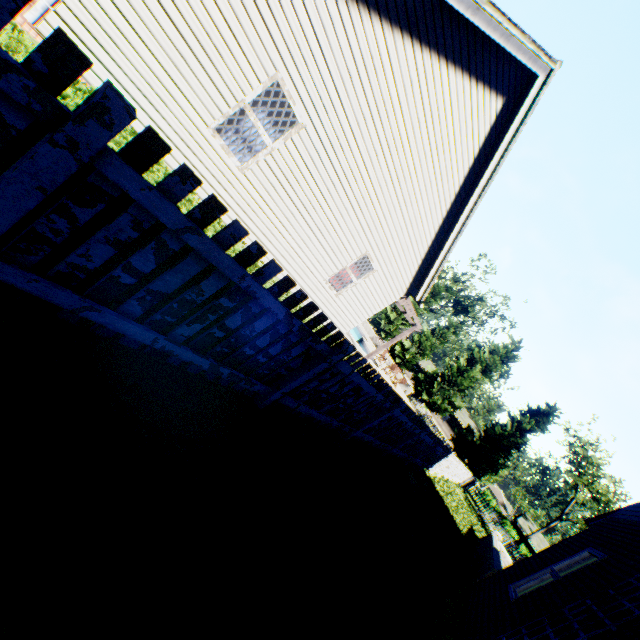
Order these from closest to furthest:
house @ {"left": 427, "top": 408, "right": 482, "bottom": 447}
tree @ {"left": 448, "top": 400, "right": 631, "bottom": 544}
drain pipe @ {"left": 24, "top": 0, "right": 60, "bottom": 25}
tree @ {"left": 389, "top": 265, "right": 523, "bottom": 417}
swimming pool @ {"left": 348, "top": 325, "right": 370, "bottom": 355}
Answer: drain pipe @ {"left": 24, "top": 0, "right": 60, "bottom": 25}, swimming pool @ {"left": 348, "top": 325, "right": 370, "bottom": 355}, tree @ {"left": 448, "top": 400, "right": 631, "bottom": 544}, tree @ {"left": 389, "top": 265, "right": 523, "bottom": 417}, house @ {"left": 427, "top": 408, "right": 482, "bottom": 447}

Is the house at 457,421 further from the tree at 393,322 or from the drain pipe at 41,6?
the drain pipe at 41,6

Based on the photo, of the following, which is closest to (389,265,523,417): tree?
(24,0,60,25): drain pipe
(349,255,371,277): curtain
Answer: (24,0,60,25): drain pipe

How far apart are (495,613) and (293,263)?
7.9m

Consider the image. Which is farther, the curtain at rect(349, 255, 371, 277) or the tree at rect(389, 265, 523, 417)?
the tree at rect(389, 265, 523, 417)

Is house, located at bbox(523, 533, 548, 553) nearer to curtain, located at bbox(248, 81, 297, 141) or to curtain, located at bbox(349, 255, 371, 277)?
curtain, located at bbox(349, 255, 371, 277)

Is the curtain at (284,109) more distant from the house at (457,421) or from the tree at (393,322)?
the house at (457,421)

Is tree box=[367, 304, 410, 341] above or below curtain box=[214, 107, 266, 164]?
above
